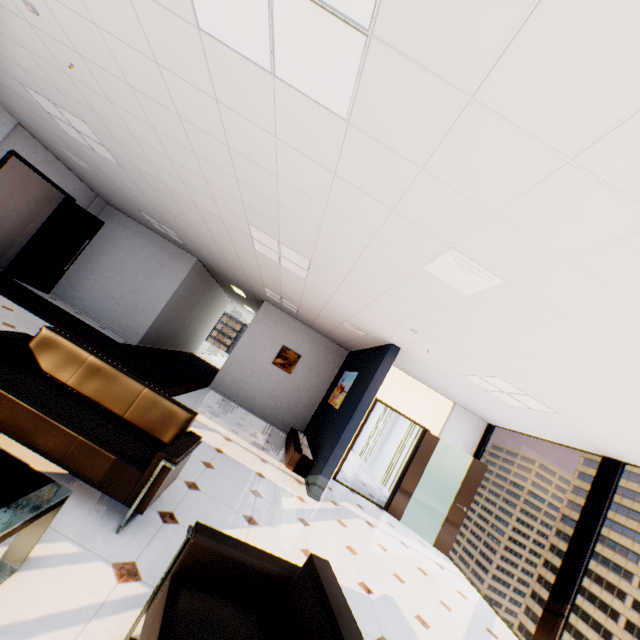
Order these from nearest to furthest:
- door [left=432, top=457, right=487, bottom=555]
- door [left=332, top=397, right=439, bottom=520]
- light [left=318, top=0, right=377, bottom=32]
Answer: light [left=318, top=0, right=377, bottom=32] < door [left=432, top=457, right=487, bottom=555] < door [left=332, top=397, right=439, bottom=520]

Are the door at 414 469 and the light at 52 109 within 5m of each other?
no

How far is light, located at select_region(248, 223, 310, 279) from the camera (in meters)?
4.38

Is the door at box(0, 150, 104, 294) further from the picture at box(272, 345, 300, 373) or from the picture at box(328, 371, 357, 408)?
the picture at box(328, 371, 357, 408)

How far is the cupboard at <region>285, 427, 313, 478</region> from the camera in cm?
618

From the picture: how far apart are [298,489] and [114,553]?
3.64m

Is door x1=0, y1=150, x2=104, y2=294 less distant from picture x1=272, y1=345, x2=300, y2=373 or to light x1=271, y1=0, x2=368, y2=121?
picture x1=272, y1=345, x2=300, y2=373

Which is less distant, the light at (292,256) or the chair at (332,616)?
the chair at (332,616)
